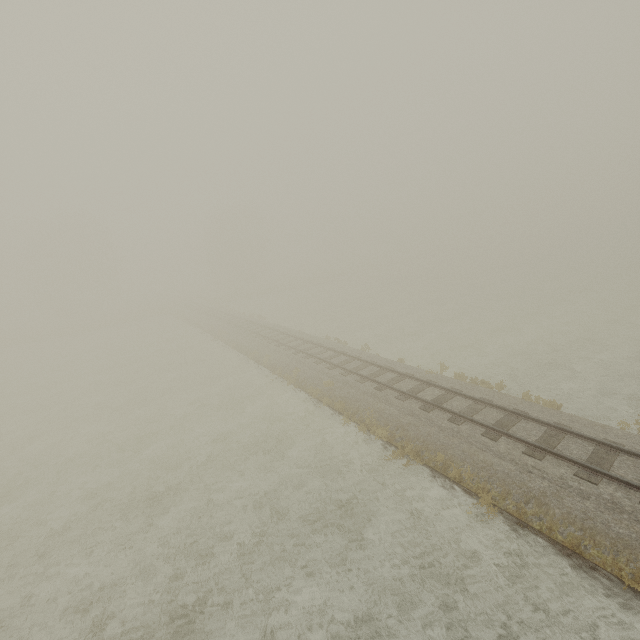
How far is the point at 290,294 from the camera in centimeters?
5609cm
